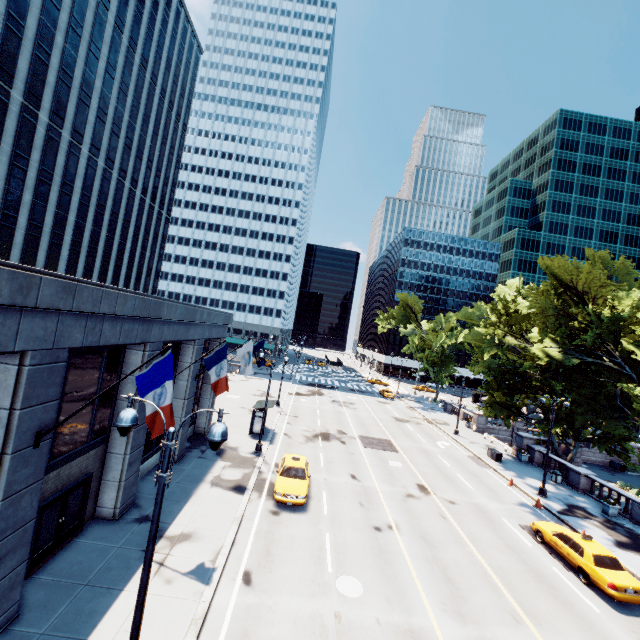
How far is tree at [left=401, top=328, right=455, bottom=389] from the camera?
55.3 meters

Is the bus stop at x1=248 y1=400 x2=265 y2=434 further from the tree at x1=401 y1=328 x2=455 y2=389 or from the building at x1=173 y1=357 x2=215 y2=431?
the tree at x1=401 y1=328 x2=455 y2=389

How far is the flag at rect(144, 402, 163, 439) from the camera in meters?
8.8 m

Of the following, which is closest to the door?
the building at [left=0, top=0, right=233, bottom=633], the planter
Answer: the building at [left=0, top=0, right=233, bottom=633]

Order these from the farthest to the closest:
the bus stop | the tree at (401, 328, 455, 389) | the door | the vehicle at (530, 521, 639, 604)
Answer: the tree at (401, 328, 455, 389)
the bus stop
the vehicle at (530, 521, 639, 604)
the door

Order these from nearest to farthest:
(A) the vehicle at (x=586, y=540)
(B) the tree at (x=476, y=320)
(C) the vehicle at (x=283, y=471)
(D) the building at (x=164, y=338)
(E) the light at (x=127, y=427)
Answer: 1. (E) the light at (x=127, y=427)
2. (D) the building at (x=164, y=338)
3. (A) the vehicle at (x=586, y=540)
4. (C) the vehicle at (x=283, y=471)
5. (B) the tree at (x=476, y=320)

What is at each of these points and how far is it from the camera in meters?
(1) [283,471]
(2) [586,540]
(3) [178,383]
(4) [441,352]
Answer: (1) vehicle, 19.0
(2) vehicle, 16.0
(3) building, 20.0
(4) tree, 55.7

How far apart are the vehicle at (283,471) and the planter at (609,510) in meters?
21.1 m
